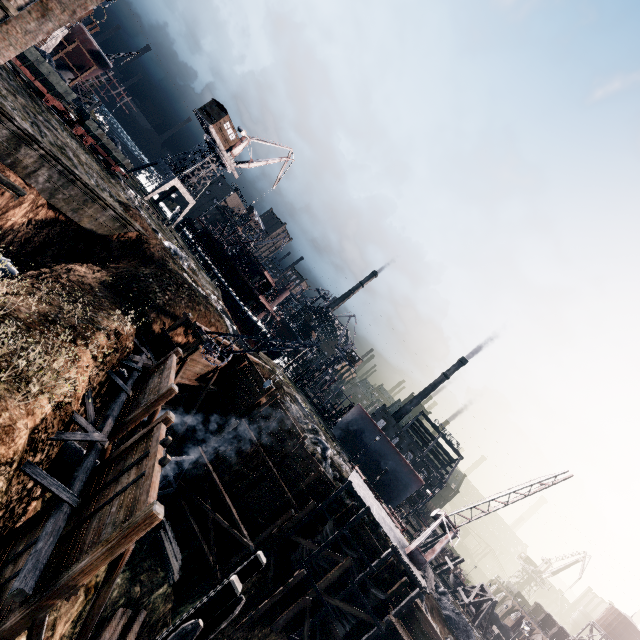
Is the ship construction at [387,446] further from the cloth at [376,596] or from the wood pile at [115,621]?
the wood pile at [115,621]

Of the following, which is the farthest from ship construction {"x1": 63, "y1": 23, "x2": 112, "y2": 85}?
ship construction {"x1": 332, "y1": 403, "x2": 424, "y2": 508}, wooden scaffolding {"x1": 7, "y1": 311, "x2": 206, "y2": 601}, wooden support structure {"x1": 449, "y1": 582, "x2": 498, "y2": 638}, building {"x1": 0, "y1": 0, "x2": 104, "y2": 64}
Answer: wooden support structure {"x1": 449, "y1": 582, "x2": 498, "y2": 638}

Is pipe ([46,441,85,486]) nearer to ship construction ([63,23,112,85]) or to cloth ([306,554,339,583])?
cloth ([306,554,339,583])

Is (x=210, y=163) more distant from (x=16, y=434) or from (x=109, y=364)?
(x=16, y=434)

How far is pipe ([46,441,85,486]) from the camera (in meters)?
12.77

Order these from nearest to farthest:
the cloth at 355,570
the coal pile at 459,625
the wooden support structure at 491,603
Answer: the cloth at 355,570, the coal pile at 459,625, the wooden support structure at 491,603

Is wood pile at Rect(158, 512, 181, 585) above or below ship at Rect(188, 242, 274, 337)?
below

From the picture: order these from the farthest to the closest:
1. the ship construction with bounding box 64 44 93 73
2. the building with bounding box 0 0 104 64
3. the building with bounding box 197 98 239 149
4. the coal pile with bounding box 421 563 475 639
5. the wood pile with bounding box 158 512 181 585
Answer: the building with bounding box 197 98 239 149 < the ship construction with bounding box 64 44 93 73 < the coal pile with bounding box 421 563 475 639 < the wood pile with bounding box 158 512 181 585 < the building with bounding box 0 0 104 64
